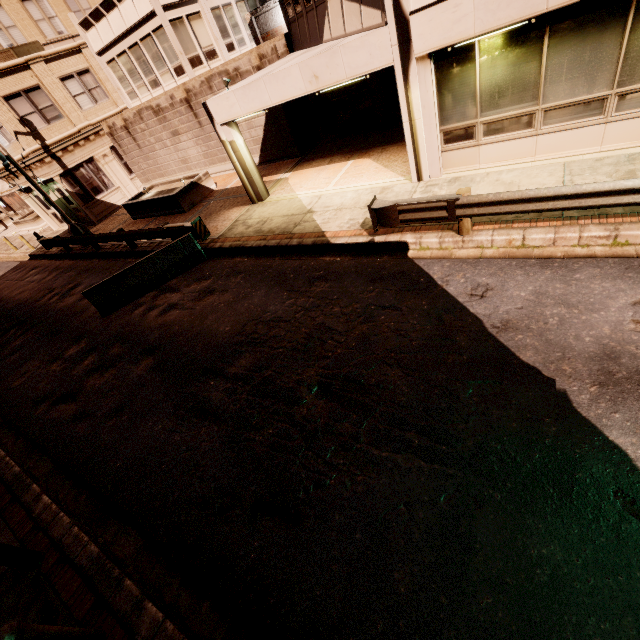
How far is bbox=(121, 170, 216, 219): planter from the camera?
15.73m

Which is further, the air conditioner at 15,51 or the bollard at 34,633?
the air conditioner at 15,51

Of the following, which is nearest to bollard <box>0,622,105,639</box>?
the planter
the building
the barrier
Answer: the barrier

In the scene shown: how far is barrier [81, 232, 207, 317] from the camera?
10.62m

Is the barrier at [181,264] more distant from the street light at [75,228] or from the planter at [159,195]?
the street light at [75,228]

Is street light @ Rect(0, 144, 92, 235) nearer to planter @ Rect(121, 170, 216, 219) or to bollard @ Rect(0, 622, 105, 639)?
planter @ Rect(121, 170, 216, 219)

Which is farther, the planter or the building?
the planter

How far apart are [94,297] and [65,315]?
2.8m
